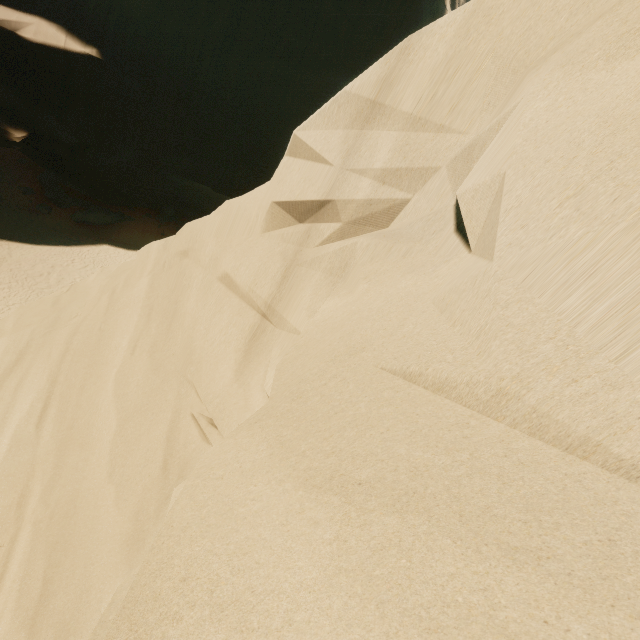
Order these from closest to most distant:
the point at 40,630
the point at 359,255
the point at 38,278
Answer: the point at 359,255 → the point at 40,630 → the point at 38,278
